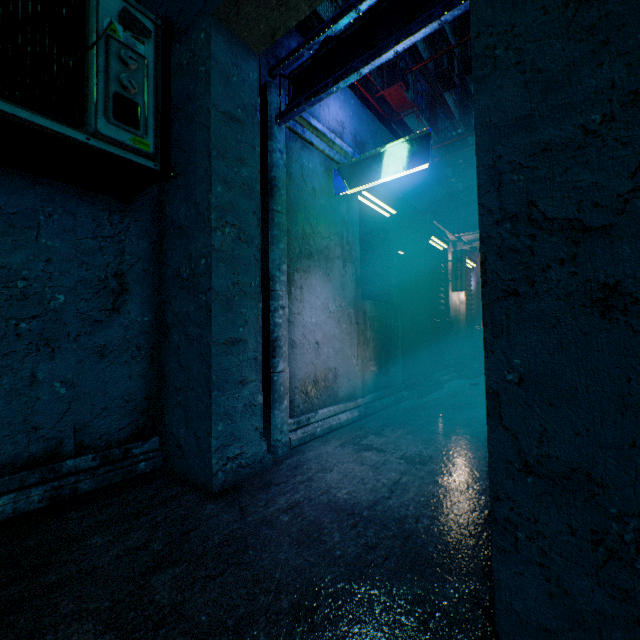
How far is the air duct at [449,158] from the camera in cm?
654

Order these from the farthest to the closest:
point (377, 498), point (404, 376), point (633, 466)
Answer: point (404, 376), point (377, 498), point (633, 466)

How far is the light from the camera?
2.84m

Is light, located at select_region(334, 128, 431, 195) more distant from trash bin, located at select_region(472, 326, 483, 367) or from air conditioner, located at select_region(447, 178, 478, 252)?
trash bin, located at select_region(472, 326, 483, 367)

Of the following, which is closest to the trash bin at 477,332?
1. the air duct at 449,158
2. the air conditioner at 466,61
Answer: the air duct at 449,158

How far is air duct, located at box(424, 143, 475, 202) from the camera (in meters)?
6.54

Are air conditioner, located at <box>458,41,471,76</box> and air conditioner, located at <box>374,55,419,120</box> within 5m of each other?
no

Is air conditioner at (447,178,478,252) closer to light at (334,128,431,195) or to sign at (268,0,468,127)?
sign at (268,0,468,127)
